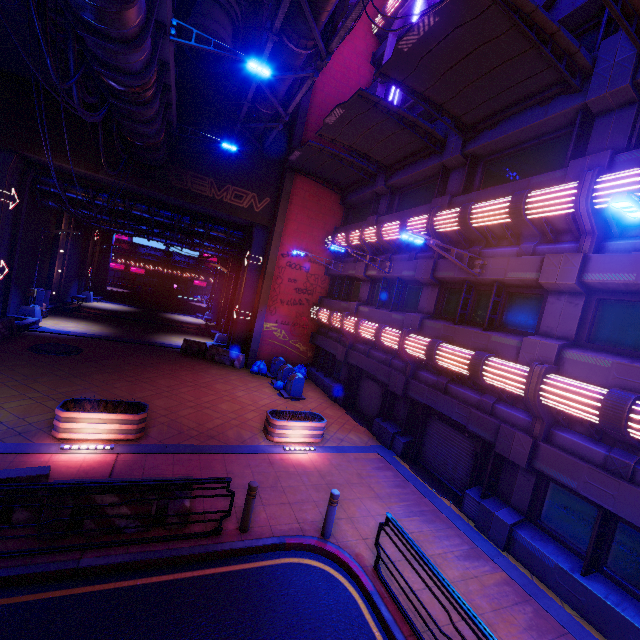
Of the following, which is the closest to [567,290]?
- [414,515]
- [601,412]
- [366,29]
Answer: [601,412]

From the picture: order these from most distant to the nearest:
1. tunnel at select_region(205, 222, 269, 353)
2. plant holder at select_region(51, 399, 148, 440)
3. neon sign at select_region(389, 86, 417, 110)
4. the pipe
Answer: tunnel at select_region(205, 222, 269, 353), neon sign at select_region(389, 86, 417, 110), the pipe, plant holder at select_region(51, 399, 148, 440)

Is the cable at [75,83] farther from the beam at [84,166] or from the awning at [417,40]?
the awning at [417,40]

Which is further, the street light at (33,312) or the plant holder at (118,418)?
the street light at (33,312)

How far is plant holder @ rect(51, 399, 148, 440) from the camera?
8.7m

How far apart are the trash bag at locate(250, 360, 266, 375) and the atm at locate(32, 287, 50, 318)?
14.3m

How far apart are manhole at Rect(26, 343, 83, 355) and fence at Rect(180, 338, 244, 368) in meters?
6.2 m

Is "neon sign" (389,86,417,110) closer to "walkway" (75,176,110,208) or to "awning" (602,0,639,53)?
"awning" (602,0,639,53)
